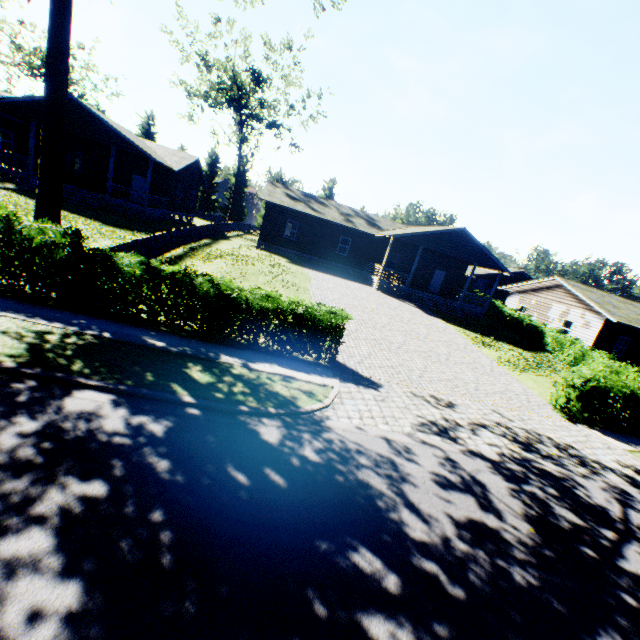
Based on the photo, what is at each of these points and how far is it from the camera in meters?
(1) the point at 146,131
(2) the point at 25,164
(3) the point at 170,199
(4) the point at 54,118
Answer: (1) tree, 51.3 m
(2) house, 26.1 m
(3) house, 28.5 m
(4) tree, 9.6 m

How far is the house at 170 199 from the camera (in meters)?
21.86

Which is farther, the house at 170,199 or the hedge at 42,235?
the house at 170,199

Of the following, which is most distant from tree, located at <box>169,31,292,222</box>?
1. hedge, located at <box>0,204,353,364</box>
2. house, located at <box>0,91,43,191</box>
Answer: hedge, located at <box>0,204,353,364</box>

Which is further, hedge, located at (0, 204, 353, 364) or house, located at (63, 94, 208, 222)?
house, located at (63, 94, 208, 222)

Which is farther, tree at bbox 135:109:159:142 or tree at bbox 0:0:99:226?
tree at bbox 135:109:159:142

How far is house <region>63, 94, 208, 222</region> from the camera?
21.86m

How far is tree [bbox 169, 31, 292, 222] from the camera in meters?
35.8 m
